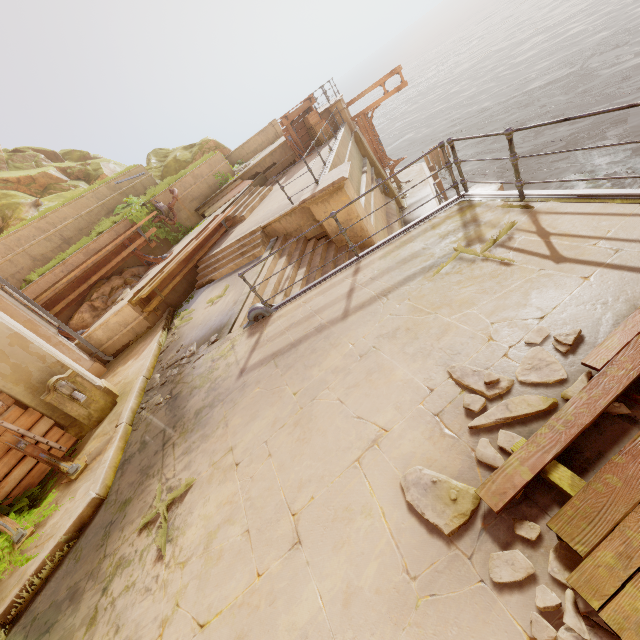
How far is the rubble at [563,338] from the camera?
2.7 meters

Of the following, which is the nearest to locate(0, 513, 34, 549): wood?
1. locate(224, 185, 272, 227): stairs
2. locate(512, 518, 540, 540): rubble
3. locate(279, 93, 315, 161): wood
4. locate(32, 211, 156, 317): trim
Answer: locate(32, 211, 156, 317): trim

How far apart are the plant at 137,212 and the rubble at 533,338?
13.5 meters

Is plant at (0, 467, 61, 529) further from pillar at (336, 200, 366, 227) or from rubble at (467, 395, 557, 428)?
pillar at (336, 200, 366, 227)

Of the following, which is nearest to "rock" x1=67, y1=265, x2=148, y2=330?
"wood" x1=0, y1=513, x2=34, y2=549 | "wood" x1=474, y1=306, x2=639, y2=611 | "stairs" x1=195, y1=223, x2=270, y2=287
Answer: "stairs" x1=195, y1=223, x2=270, y2=287

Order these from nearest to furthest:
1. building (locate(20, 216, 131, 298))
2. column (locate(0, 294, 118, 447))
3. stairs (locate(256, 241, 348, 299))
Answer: column (locate(0, 294, 118, 447)), stairs (locate(256, 241, 348, 299)), building (locate(20, 216, 131, 298))

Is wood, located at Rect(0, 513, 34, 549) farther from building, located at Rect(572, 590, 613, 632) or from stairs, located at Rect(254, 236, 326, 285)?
stairs, located at Rect(254, 236, 326, 285)

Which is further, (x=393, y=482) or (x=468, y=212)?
(x=468, y=212)
